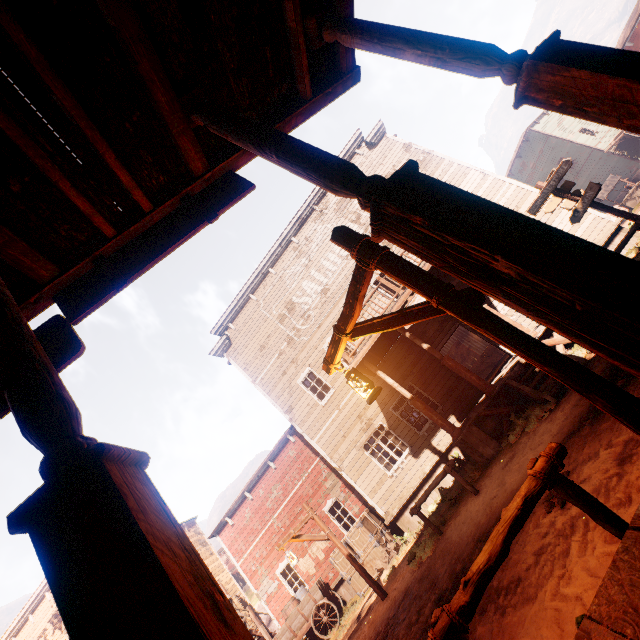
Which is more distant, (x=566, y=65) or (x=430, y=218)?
(x=566, y=65)

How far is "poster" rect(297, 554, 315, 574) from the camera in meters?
15.4

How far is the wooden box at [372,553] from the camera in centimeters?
1181cm

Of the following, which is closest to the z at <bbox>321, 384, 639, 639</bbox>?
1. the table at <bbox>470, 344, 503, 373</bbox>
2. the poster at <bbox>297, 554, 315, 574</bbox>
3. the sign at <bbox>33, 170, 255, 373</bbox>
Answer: the table at <bbox>470, 344, 503, 373</bbox>

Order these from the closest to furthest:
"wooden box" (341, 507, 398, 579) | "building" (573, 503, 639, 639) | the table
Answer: "building" (573, 503, 639, 639) → "wooden box" (341, 507, 398, 579) → the table

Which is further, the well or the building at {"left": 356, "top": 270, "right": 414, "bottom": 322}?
the well

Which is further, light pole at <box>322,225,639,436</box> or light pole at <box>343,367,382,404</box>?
light pole at <box>343,367,382,404</box>

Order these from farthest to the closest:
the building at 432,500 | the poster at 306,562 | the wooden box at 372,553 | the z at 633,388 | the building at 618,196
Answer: the building at 618,196
the poster at 306,562
the wooden box at 372,553
the building at 432,500
the z at 633,388
